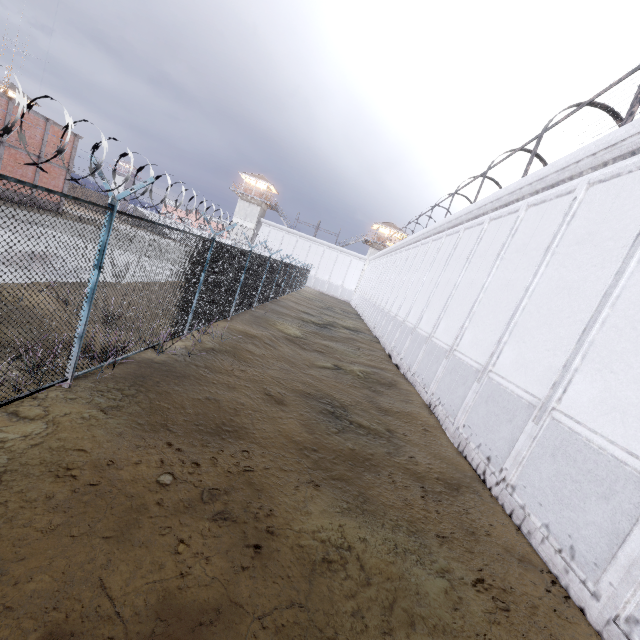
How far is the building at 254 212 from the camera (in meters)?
54.31

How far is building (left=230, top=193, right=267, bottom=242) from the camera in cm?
5431

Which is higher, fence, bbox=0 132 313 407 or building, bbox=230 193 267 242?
building, bbox=230 193 267 242

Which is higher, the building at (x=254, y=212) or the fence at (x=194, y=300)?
the building at (x=254, y=212)

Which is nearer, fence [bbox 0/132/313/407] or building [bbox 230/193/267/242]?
fence [bbox 0/132/313/407]

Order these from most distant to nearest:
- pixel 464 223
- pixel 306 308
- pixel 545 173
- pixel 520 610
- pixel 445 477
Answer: pixel 306 308 → pixel 464 223 → pixel 545 173 → pixel 445 477 → pixel 520 610
